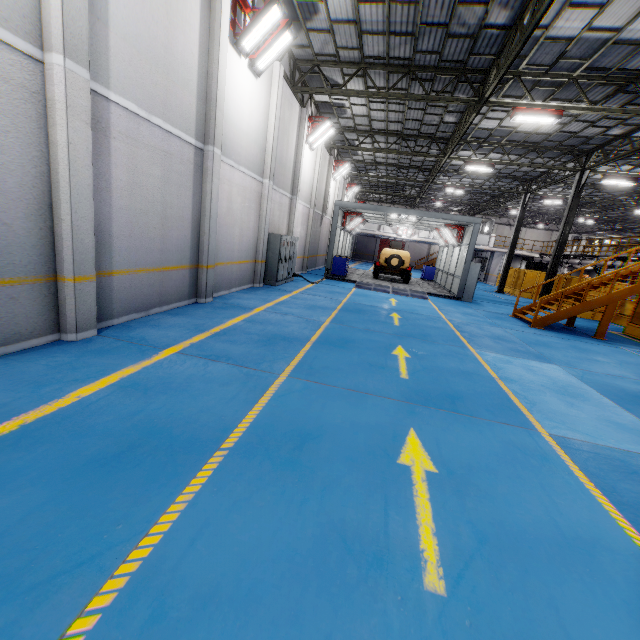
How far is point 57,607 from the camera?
1.8m

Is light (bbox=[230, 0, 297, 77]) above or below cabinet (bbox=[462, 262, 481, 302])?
above

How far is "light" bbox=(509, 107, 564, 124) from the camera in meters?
11.7 m

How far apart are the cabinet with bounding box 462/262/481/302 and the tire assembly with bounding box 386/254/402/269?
3.5 meters

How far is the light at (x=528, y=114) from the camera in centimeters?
1166cm

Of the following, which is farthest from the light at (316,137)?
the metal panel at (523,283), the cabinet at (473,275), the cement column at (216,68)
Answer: the metal panel at (523,283)

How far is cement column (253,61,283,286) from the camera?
11.4 meters

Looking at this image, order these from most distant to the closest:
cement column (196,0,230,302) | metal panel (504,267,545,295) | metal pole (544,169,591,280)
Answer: metal panel (504,267,545,295) → metal pole (544,169,591,280) → cement column (196,0,230,302)
